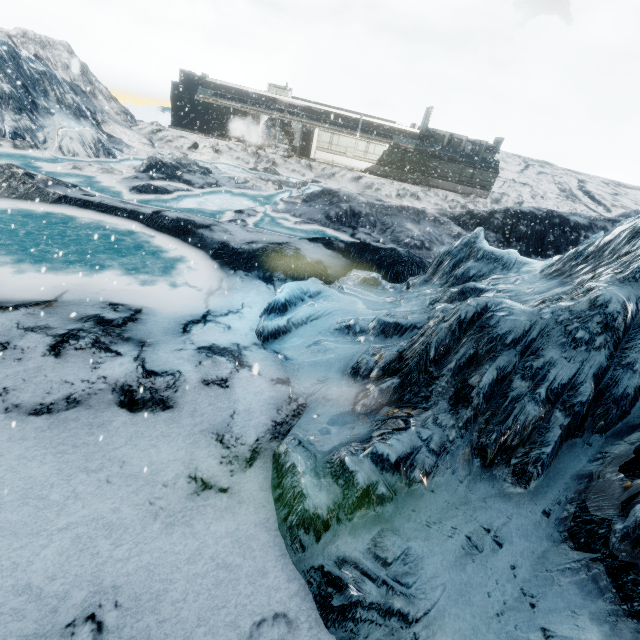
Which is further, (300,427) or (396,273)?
(396,273)
